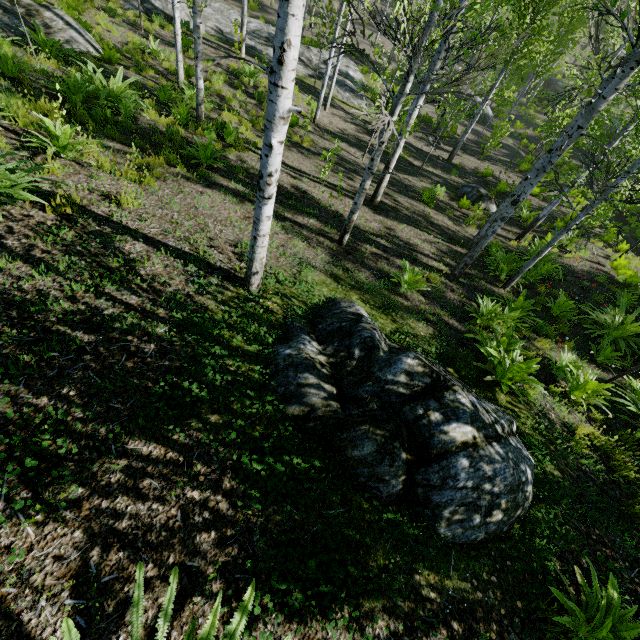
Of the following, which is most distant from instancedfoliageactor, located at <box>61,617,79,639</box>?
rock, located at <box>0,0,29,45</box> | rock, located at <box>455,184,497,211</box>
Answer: rock, located at <box>455,184,497,211</box>

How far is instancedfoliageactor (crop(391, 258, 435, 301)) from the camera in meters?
6.4

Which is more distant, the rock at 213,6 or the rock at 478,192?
the rock at 213,6

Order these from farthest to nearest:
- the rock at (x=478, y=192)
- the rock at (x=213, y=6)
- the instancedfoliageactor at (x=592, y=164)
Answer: the rock at (x=213, y=6)
the rock at (x=478, y=192)
the instancedfoliageactor at (x=592, y=164)

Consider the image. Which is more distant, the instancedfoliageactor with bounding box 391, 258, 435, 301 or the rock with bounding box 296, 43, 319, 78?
the rock with bounding box 296, 43, 319, 78

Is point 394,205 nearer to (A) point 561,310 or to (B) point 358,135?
(A) point 561,310

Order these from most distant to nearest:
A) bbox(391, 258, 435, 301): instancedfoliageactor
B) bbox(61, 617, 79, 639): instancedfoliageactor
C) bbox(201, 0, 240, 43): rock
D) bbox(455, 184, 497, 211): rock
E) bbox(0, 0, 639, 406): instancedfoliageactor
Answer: bbox(201, 0, 240, 43): rock, bbox(455, 184, 497, 211): rock, bbox(391, 258, 435, 301): instancedfoliageactor, bbox(0, 0, 639, 406): instancedfoliageactor, bbox(61, 617, 79, 639): instancedfoliageactor

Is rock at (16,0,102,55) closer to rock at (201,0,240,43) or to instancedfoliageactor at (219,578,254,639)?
instancedfoliageactor at (219,578,254,639)
